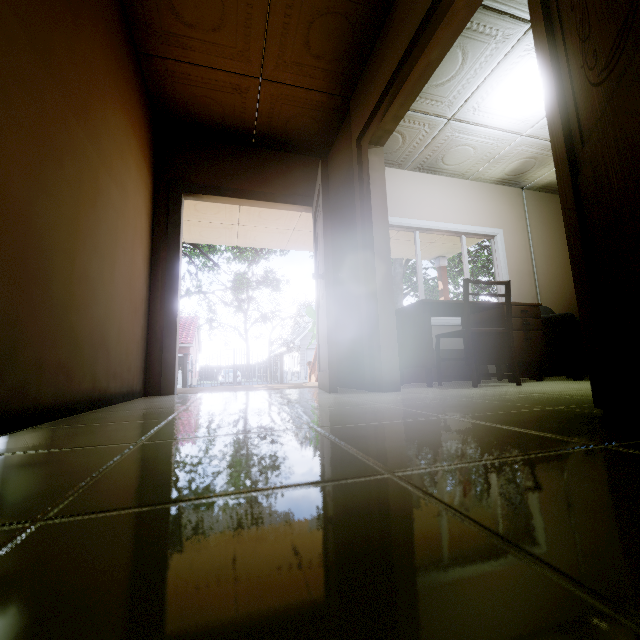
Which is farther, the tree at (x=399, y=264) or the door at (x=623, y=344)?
the tree at (x=399, y=264)

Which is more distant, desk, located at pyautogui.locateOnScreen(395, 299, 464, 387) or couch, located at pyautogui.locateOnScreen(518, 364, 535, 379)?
couch, located at pyautogui.locateOnScreen(518, 364, 535, 379)

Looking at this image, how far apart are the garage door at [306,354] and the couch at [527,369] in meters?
23.1

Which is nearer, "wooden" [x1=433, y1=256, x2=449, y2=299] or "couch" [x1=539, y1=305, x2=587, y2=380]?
"couch" [x1=539, y1=305, x2=587, y2=380]

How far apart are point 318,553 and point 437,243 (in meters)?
7.27

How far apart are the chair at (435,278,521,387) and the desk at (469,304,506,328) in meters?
0.1

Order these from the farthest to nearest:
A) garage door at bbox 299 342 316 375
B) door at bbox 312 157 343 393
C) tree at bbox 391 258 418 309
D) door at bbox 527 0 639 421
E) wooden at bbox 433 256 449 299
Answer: garage door at bbox 299 342 316 375
tree at bbox 391 258 418 309
wooden at bbox 433 256 449 299
door at bbox 312 157 343 393
door at bbox 527 0 639 421
